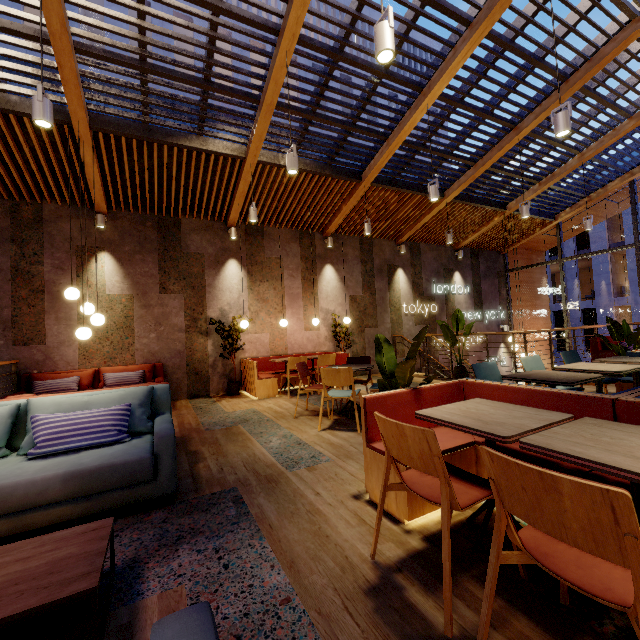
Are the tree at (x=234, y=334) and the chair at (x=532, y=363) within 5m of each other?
no

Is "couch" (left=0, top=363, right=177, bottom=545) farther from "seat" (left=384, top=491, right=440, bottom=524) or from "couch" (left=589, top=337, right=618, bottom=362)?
"couch" (left=589, top=337, right=618, bottom=362)

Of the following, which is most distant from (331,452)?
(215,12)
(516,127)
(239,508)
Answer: (516,127)

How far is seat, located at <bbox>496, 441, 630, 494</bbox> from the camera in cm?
173

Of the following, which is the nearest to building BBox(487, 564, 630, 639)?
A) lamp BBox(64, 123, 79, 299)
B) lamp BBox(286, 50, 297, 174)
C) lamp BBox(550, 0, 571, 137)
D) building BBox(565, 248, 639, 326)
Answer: lamp BBox(64, 123, 79, 299)

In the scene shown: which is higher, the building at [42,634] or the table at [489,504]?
the table at [489,504]

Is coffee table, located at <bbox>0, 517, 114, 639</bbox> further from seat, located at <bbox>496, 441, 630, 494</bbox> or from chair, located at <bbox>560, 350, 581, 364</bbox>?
chair, located at <bbox>560, 350, 581, 364</bbox>

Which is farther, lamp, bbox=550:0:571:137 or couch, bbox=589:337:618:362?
couch, bbox=589:337:618:362
